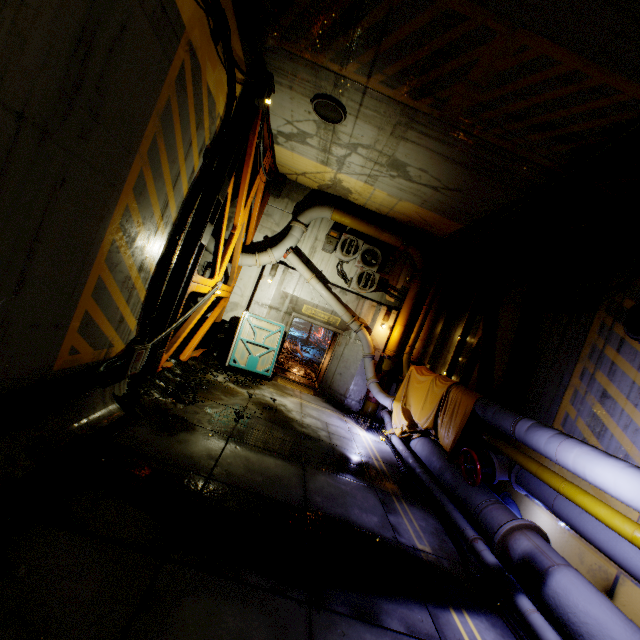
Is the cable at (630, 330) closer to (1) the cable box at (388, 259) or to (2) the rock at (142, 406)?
(1) the cable box at (388, 259)

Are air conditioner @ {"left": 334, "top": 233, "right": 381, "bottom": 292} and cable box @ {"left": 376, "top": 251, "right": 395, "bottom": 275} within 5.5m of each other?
yes

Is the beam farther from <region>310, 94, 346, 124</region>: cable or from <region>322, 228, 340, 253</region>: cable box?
<region>322, 228, 340, 253</region>: cable box

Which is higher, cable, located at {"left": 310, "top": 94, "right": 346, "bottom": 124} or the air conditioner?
cable, located at {"left": 310, "top": 94, "right": 346, "bottom": 124}

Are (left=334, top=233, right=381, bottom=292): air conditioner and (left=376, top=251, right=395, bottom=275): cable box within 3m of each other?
yes

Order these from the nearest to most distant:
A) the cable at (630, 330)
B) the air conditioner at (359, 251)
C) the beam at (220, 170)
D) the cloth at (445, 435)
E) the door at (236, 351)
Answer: the cable at (630, 330)
the beam at (220, 170)
the cloth at (445, 435)
the door at (236, 351)
the air conditioner at (359, 251)

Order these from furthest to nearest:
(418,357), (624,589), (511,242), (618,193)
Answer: (418,357) → (511,242) → (618,193) → (624,589)

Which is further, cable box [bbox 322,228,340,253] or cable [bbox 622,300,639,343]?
cable box [bbox 322,228,340,253]
